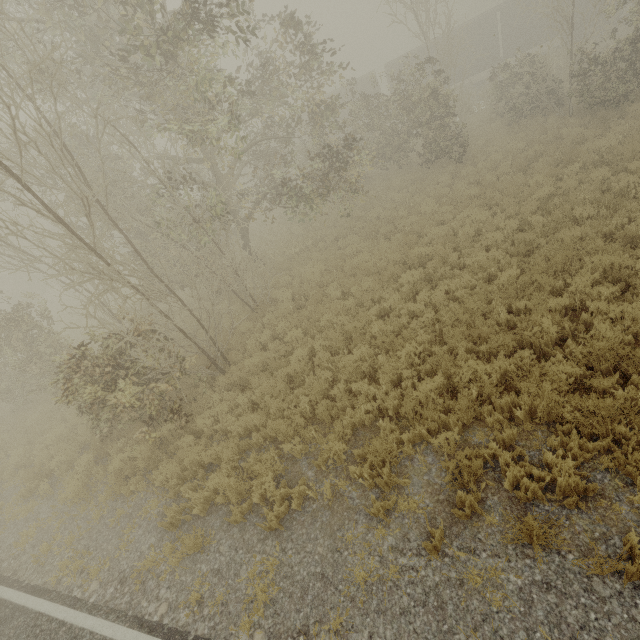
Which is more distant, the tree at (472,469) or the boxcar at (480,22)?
the boxcar at (480,22)

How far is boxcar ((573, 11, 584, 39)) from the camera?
25.56m

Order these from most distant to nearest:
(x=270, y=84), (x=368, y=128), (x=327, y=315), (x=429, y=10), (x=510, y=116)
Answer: (x=368, y=128) < (x=510, y=116) < (x=429, y=10) < (x=270, y=84) < (x=327, y=315)

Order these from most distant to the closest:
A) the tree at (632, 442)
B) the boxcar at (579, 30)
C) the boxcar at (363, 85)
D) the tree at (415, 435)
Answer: the boxcar at (363, 85) < the boxcar at (579, 30) < the tree at (415, 435) < the tree at (632, 442)

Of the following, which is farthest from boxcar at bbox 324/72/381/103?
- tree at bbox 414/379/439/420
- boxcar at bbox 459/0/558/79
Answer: tree at bbox 414/379/439/420

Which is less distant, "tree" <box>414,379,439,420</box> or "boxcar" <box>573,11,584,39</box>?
"tree" <box>414,379,439,420</box>

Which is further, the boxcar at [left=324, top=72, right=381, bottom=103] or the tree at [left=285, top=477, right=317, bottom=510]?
the boxcar at [left=324, top=72, right=381, bottom=103]
